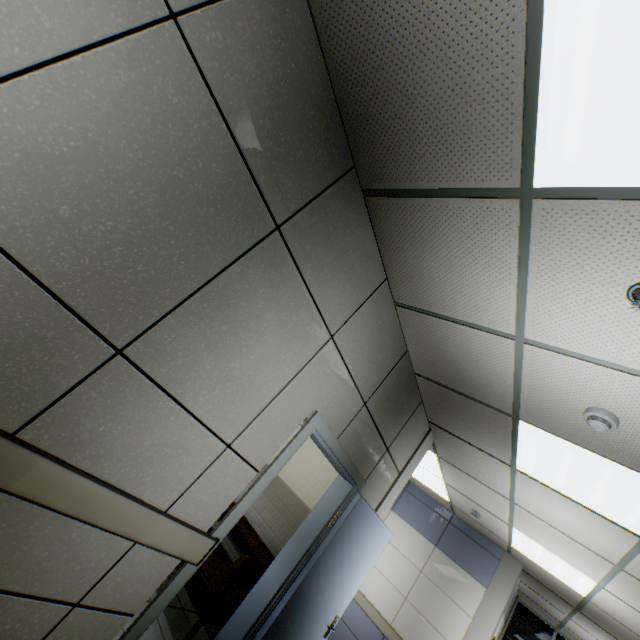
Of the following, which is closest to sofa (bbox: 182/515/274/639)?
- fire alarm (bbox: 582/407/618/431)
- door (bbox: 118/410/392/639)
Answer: door (bbox: 118/410/392/639)

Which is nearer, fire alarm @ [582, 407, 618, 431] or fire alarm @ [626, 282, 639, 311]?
fire alarm @ [626, 282, 639, 311]

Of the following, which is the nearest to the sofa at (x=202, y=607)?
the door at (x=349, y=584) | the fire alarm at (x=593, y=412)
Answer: the door at (x=349, y=584)

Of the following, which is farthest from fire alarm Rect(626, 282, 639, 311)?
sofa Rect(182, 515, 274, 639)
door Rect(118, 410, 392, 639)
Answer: sofa Rect(182, 515, 274, 639)

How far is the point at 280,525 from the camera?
4.0 meters

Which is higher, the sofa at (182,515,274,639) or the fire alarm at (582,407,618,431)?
the fire alarm at (582,407,618,431)

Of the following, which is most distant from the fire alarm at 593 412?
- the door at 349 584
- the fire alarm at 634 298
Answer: the door at 349 584
